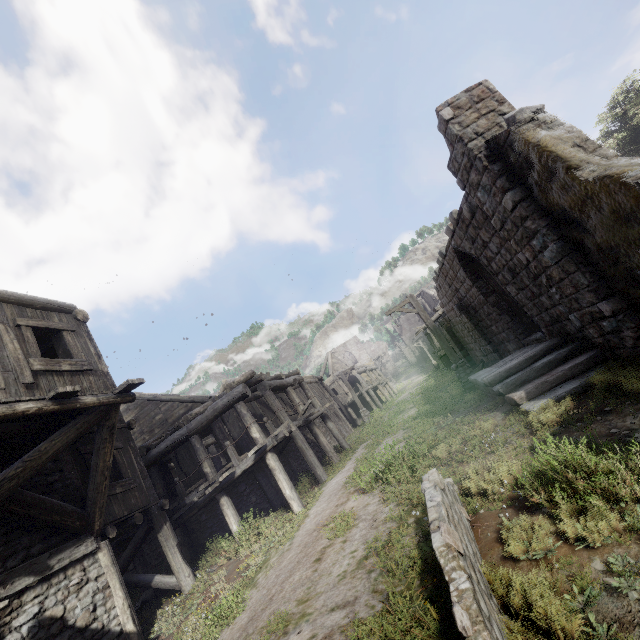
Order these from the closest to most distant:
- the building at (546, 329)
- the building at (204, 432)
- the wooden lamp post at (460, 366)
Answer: the building at (546, 329) < the building at (204, 432) < the wooden lamp post at (460, 366)

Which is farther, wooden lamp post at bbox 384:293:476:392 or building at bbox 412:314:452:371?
building at bbox 412:314:452:371

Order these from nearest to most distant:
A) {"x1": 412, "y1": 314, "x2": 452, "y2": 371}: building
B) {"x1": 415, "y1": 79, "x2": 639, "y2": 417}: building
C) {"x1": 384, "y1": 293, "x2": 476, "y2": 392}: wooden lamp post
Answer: {"x1": 415, "y1": 79, "x2": 639, "y2": 417}: building, {"x1": 384, "y1": 293, "x2": 476, "y2": 392}: wooden lamp post, {"x1": 412, "y1": 314, "x2": 452, "y2": 371}: building

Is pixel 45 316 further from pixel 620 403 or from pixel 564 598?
pixel 620 403

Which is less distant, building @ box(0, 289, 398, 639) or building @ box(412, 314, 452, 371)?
building @ box(0, 289, 398, 639)

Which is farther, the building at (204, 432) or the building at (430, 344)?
the building at (430, 344)

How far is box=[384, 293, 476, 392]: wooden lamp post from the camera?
13.18m
